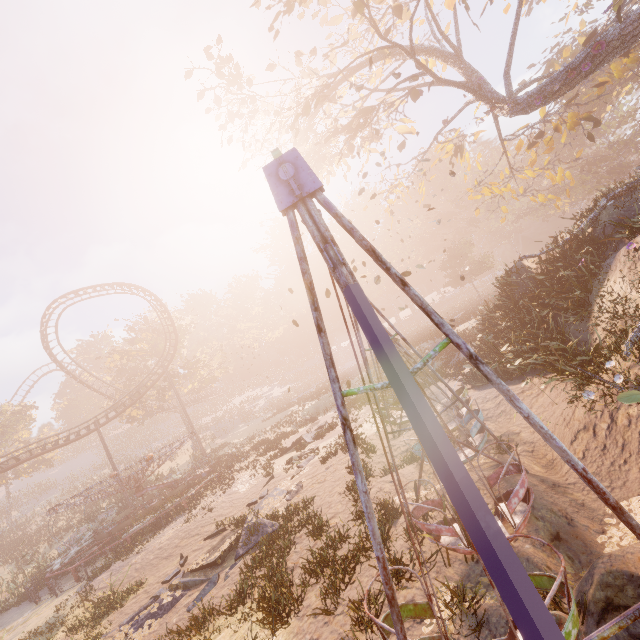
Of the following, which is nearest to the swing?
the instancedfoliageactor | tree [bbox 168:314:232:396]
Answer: the instancedfoliageactor

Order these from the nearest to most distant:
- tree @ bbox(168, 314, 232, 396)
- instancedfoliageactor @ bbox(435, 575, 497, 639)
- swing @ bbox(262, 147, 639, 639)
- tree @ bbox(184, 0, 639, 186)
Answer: swing @ bbox(262, 147, 639, 639), instancedfoliageactor @ bbox(435, 575, 497, 639), tree @ bbox(184, 0, 639, 186), tree @ bbox(168, 314, 232, 396)

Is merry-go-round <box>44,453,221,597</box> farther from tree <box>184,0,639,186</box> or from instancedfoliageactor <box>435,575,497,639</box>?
tree <box>184,0,639,186</box>

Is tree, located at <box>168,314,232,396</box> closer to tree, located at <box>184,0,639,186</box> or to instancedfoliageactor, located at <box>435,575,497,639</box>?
tree, located at <box>184,0,639,186</box>

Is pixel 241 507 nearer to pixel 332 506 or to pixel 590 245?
pixel 332 506

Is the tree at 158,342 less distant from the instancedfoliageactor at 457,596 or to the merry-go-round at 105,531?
the merry-go-round at 105,531

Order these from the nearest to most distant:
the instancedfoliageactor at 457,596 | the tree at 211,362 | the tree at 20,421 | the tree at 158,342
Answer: the instancedfoliageactor at 457,596 < the tree at 20,421 < the tree at 158,342 < the tree at 211,362

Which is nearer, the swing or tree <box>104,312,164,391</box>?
the swing
